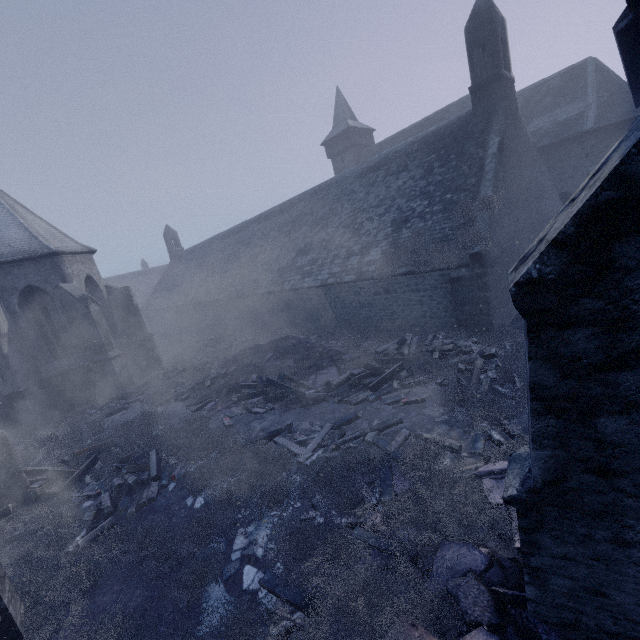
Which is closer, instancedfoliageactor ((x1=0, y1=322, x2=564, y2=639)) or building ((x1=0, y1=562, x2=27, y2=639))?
instancedfoliageactor ((x1=0, y1=322, x2=564, y2=639))

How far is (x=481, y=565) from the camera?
3.9 meters

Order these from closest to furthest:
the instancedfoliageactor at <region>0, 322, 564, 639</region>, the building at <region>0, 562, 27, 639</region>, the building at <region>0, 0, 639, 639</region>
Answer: the building at <region>0, 0, 639, 639</region> < the instancedfoliageactor at <region>0, 322, 564, 639</region> < the building at <region>0, 562, 27, 639</region>

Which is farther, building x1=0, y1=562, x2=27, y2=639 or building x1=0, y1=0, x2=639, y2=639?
building x1=0, y1=562, x2=27, y2=639

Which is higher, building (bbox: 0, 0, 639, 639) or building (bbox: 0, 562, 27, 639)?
building (bbox: 0, 0, 639, 639)

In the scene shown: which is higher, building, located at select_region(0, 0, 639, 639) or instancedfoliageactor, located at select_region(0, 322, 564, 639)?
building, located at select_region(0, 0, 639, 639)

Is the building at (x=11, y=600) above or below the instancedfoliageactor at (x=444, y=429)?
above

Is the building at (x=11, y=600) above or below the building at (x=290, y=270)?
below
